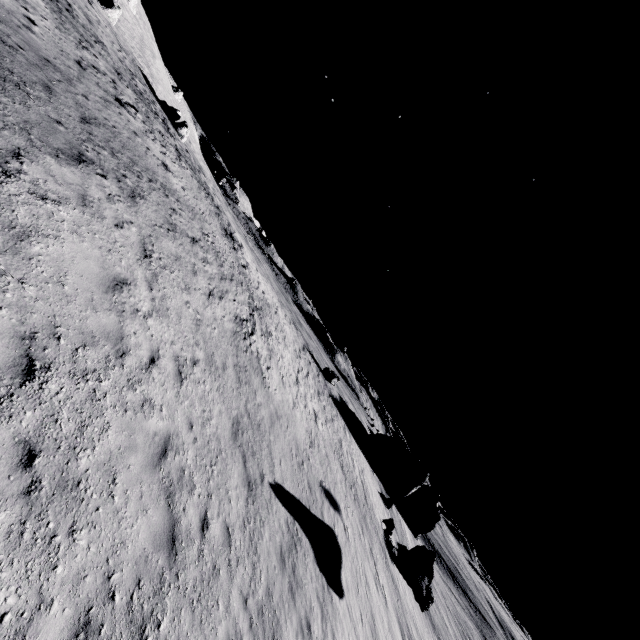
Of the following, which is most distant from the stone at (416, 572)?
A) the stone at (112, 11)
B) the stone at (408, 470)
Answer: the stone at (112, 11)

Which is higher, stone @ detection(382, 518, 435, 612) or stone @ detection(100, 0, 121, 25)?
stone @ detection(100, 0, 121, 25)

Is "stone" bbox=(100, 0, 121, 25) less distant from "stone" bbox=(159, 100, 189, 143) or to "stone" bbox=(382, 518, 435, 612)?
"stone" bbox=(159, 100, 189, 143)

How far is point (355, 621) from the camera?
13.21m

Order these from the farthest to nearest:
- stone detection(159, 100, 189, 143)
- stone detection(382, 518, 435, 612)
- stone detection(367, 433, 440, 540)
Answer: stone detection(367, 433, 440, 540) → stone detection(159, 100, 189, 143) → stone detection(382, 518, 435, 612)

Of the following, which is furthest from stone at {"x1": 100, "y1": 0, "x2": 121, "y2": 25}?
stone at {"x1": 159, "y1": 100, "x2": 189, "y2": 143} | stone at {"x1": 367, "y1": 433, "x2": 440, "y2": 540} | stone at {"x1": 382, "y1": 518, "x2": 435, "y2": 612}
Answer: stone at {"x1": 367, "y1": 433, "x2": 440, "y2": 540}

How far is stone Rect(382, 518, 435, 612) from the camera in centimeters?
1692cm

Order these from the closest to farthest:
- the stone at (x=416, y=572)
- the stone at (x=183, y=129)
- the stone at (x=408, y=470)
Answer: the stone at (x=416, y=572) < the stone at (x=183, y=129) < the stone at (x=408, y=470)
